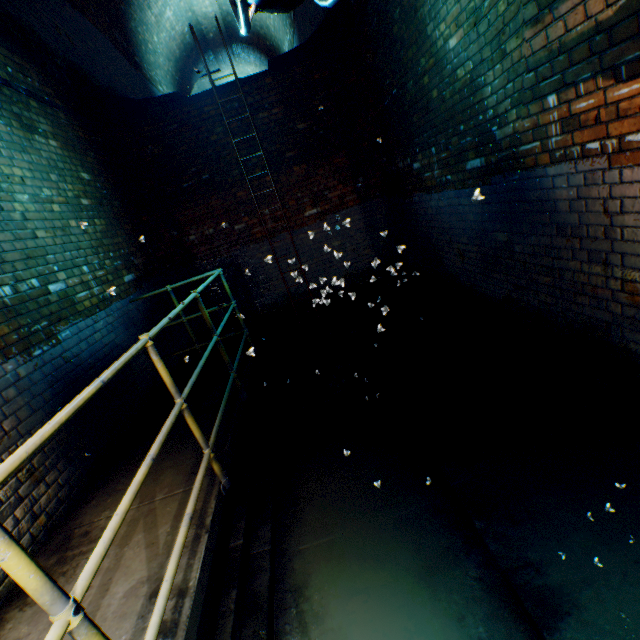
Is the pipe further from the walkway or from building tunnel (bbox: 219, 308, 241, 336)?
the walkway

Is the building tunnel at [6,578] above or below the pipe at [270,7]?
below

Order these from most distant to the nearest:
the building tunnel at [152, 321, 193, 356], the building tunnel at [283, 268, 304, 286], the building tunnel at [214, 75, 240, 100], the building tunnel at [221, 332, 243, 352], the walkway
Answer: the building tunnel at [221, 332, 243, 352] < the building tunnel at [214, 75, 240, 100] < the building tunnel at [152, 321, 193, 356] < the building tunnel at [283, 268, 304, 286] < the walkway

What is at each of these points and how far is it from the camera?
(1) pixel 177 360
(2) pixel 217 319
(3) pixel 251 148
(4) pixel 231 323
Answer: (1) building tunnel, 5.4m
(2) building tunnel, 6.9m
(3) building tunnel, 6.0m
(4) building tunnel, 7.0m

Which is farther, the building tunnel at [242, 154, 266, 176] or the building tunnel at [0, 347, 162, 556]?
the building tunnel at [242, 154, 266, 176]

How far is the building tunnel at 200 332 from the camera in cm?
647

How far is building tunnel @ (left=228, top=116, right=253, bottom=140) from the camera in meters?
5.8 m
